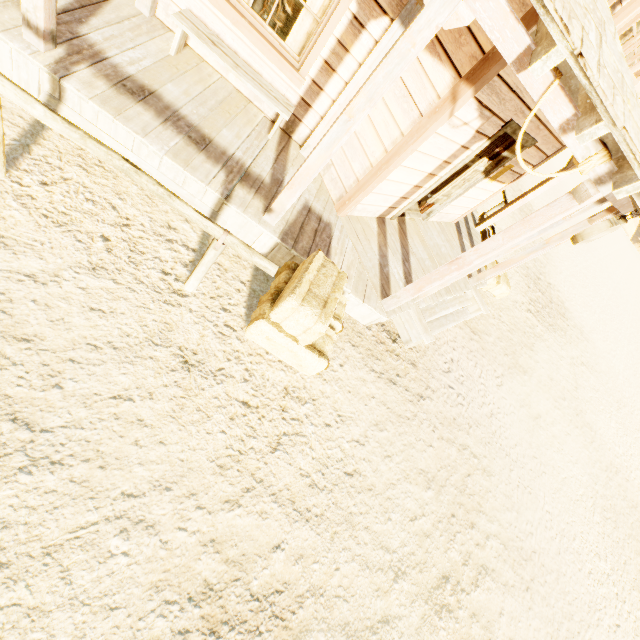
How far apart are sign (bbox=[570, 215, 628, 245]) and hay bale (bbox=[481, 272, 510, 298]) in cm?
291

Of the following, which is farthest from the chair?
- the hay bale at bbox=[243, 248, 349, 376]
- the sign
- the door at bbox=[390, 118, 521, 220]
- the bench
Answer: the sign

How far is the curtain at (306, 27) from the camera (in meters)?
4.04

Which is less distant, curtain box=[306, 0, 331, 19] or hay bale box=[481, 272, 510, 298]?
curtain box=[306, 0, 331, 19]

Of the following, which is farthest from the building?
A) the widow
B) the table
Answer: the table

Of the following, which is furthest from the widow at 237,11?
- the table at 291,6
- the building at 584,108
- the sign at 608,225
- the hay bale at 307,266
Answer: the sign at 608,225

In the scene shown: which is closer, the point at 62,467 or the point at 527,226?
the point at 62,467

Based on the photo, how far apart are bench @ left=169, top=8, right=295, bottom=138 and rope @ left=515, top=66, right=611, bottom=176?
2.9 meters
